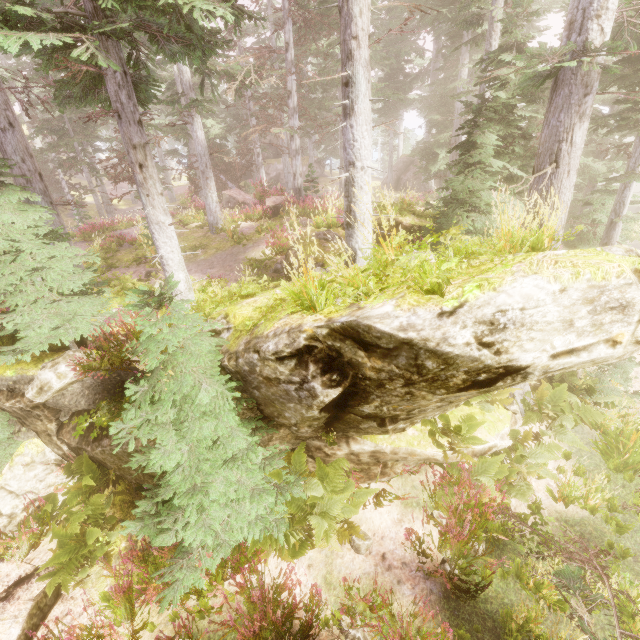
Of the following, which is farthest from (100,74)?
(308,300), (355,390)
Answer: (355,390)

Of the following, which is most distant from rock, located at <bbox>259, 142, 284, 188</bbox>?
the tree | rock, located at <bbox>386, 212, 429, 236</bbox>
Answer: rock, located at <bbox>386, 212, 429, 236</bbox>

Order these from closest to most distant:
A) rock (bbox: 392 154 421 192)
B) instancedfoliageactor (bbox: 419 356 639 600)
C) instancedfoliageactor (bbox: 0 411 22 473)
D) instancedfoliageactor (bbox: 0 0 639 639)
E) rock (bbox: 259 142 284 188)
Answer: instancedfoliageactor (bbox: 0 0 639 639) < instancedfoliageactor (bbox: 419 356 639 600) < instancedfoliageactor (bbox: 0 411 22 473) < rock (bbox: 392 154 421 192) < rock (bbox: 259 142 284 188)

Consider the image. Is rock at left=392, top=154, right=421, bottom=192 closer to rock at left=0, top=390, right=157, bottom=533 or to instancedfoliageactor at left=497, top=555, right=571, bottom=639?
instancedfoliageactor at left=497, top=555, right=571, bottom=639

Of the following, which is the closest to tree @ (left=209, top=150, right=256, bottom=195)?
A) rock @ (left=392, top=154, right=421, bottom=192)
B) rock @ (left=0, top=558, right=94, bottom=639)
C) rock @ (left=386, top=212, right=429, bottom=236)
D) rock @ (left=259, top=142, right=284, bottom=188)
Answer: rock @ (left=259, top=142, right=284, bottom=188)

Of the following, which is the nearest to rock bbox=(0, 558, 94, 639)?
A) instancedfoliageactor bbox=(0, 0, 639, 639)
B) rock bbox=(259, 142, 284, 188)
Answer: instancedfoliageactor bbox=(0, 0, 639, 639)

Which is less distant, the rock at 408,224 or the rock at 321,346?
the rock at 321,346

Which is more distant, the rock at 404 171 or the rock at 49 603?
the rock at 404 171
